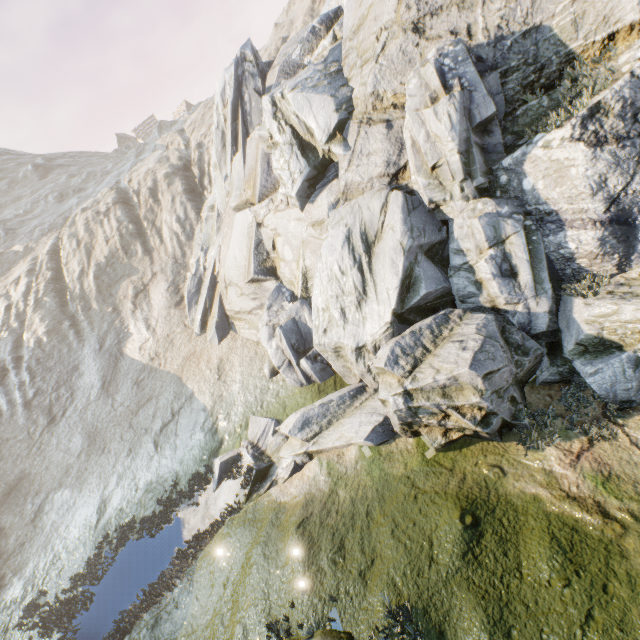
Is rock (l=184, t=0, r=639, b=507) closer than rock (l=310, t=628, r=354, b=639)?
No

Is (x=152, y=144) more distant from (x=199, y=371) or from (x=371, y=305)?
(x=371, y=305)

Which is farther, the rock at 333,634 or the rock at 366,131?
the rock at 366,131
